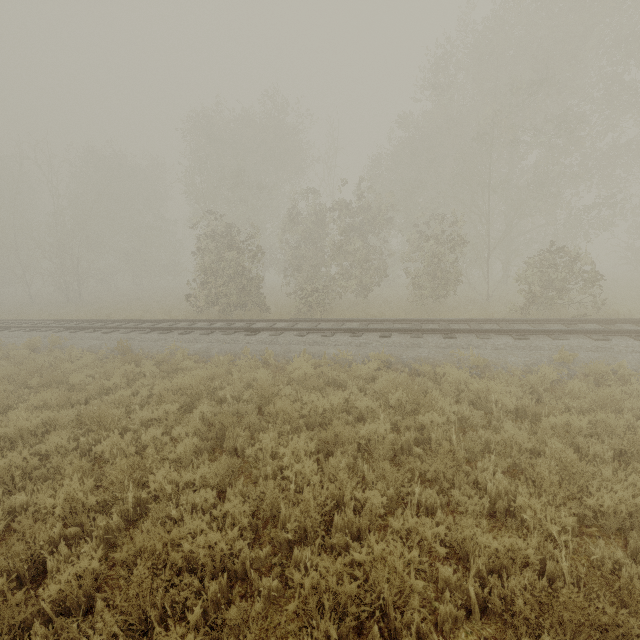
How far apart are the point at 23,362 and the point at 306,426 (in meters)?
10.29
